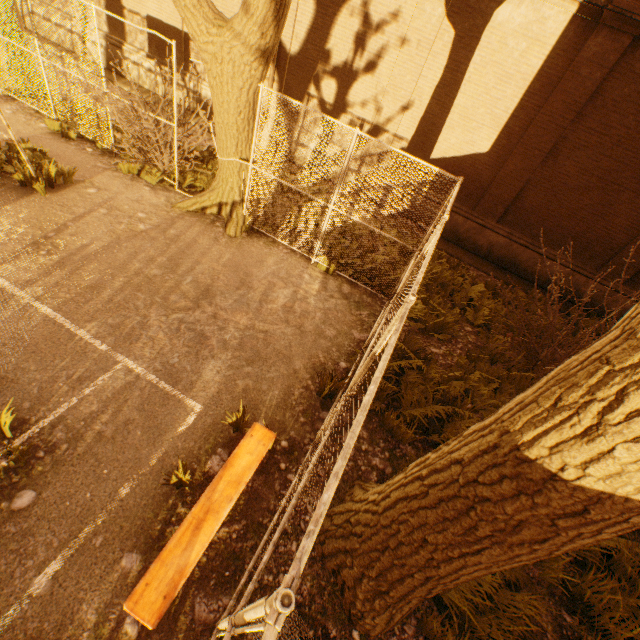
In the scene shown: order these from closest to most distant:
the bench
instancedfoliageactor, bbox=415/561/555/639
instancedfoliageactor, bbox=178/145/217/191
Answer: the bench < instancedfoliageactor, bbox=415/561/555/639 < instancedfoliageactor, bbox=178/145/217/191

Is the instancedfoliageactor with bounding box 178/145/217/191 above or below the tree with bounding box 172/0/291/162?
below

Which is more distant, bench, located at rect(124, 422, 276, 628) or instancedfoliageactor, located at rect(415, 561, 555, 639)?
instancedfoliageactor, located at rect(415, 561, 555, 639)

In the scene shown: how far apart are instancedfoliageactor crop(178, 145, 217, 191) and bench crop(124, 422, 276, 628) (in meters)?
7.45

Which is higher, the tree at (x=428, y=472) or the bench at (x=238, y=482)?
the tree at (x=428, y=472)

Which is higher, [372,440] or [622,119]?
[622,119]

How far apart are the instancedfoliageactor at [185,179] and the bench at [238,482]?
7.45m

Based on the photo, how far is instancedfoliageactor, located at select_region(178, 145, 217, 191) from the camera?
8.3 meters
